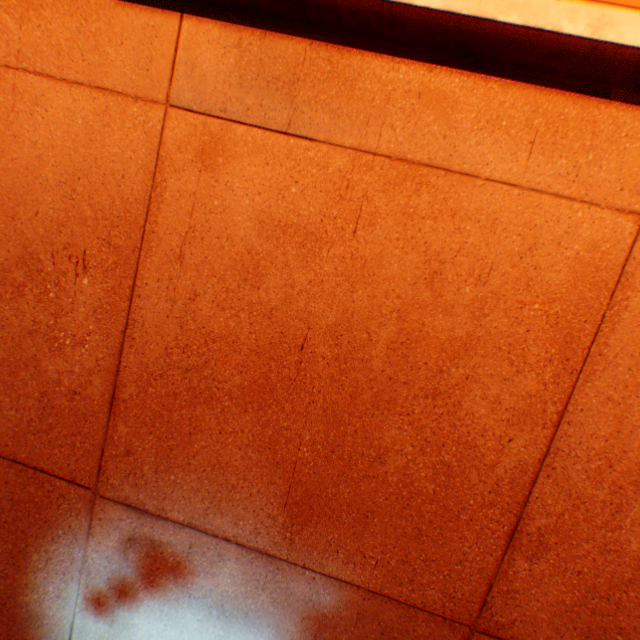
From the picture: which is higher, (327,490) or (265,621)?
(327,490)
